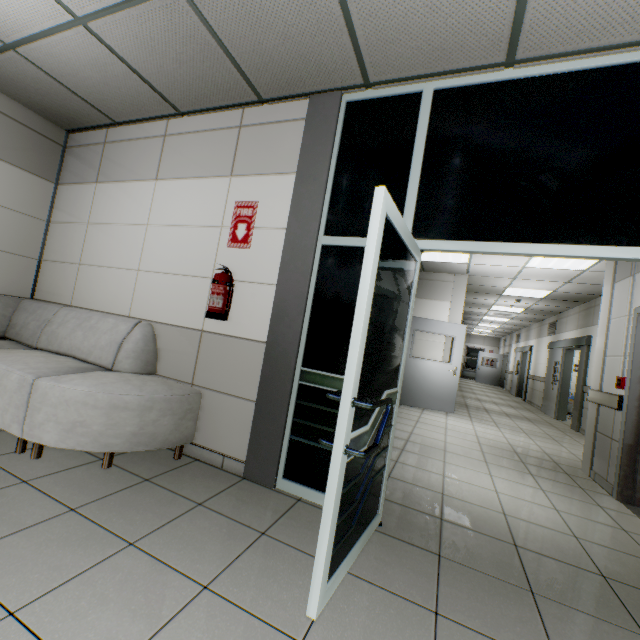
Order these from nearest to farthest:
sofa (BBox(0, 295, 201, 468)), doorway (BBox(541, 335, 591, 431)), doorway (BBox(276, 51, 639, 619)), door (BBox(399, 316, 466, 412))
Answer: doorway (BBox(276, 51, 639, 619)) → sofa (BBox(0, 295, 201, 468)) → door (BBox(399, 316, 466, 412)) → doorway (BBox(541, 335, 591, 431))

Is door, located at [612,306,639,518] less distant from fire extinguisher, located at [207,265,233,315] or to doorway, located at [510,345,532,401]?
fire extinguisher, located at [207,265,233,315]

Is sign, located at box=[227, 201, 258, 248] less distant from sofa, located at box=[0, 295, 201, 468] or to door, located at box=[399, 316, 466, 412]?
sofa, located at box=[0, 295, 201, 468]

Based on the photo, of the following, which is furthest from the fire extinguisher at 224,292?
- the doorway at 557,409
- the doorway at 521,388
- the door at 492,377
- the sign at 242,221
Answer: the door at 492,377

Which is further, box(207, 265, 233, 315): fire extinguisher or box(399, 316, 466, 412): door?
box(399, 316, 466, 412): door

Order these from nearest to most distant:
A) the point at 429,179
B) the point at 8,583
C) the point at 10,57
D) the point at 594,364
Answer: the point at 8,583 → the point at 429,179 → the point at 10,57 → the point at 594,364

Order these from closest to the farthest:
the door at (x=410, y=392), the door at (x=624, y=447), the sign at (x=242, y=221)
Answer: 1. the sign at (x=242, y=221)
2. the door at (x=624, y=447)
3. the door at (x=410, y=392)

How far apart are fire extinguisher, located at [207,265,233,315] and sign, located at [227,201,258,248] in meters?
0.3 m
